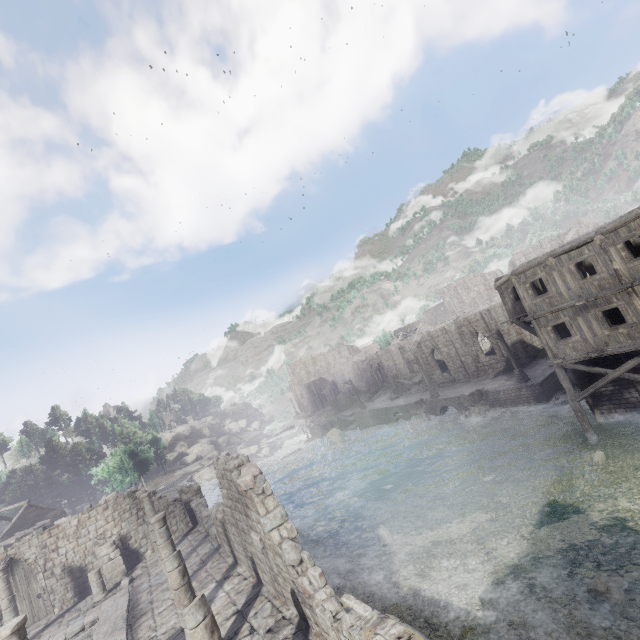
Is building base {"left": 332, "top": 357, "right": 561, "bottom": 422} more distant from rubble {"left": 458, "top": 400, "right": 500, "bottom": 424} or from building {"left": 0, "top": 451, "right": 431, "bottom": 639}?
building {"left": 0, "top": 451, "right": 431, "bottom": 639}

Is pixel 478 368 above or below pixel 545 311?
below

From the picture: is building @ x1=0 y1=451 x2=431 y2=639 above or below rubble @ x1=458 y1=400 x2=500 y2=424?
above

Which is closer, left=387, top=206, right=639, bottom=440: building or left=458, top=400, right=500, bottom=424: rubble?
left=387, top=206, right=639, bottom=440: building

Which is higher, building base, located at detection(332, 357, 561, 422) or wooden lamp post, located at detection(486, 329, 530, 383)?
wooden lamp post, located at detection(486, 329, 530, 383)

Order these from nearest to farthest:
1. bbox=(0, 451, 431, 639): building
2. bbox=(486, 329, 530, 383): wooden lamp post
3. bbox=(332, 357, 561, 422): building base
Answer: bbox=(0, 451, 431, 639): building < bbox=(332, 357, 561, 422): building base < bbox=(486, 329, 530, 383): wooden lamp post

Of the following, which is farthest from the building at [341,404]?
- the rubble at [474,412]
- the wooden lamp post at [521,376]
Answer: the rubble at [474,412]

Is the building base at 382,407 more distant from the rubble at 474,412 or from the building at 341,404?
the building at 341,404
